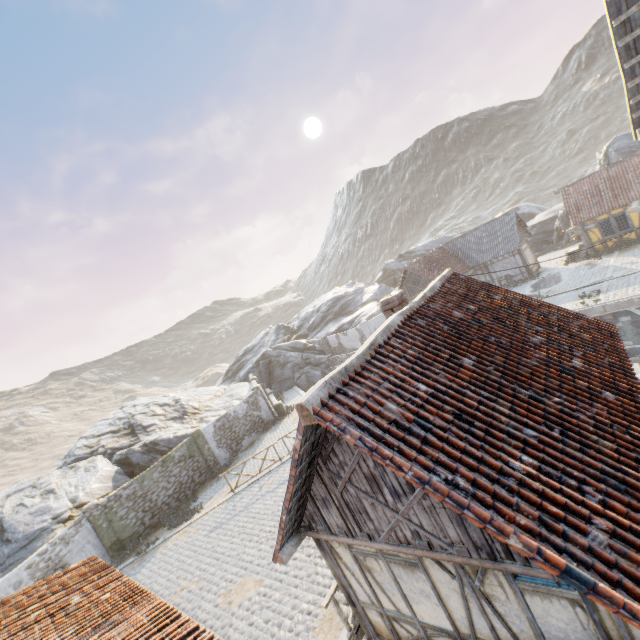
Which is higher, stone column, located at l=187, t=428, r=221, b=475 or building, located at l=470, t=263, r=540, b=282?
stone column, located at l=187, t=428, r=221, b=475

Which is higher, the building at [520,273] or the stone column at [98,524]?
the building at [520,273]

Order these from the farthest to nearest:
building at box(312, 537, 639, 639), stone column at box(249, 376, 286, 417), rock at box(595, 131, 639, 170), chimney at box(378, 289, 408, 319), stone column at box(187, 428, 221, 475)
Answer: rock at box(595, 131, 639, 170), stone column at box(249, 376, 286, 417), stone column at box(187, 428, 221, 475), chimney at box(378, 289, 408, 319), building at box(312, 537, 639, 639)

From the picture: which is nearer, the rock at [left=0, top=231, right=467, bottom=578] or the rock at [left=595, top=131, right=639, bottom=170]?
the rock at [left=0, top=231, right=467, bottom=578]

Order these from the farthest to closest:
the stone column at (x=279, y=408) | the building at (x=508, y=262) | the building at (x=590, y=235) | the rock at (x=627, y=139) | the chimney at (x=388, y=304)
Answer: the building at (x=508, y=262) → the rock at (x=627, y=139) → the stone column at (x=279, y=408) → the building at (x=590, y=235) → the chimney at (x=388, y=304)

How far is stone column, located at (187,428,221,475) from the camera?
21.0 meters

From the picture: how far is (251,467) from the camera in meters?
19.4 m

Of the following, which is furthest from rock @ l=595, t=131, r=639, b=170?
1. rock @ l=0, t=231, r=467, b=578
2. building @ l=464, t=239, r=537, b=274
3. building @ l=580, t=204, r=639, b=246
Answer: building @ l=580, t=204, r=639, b=246
